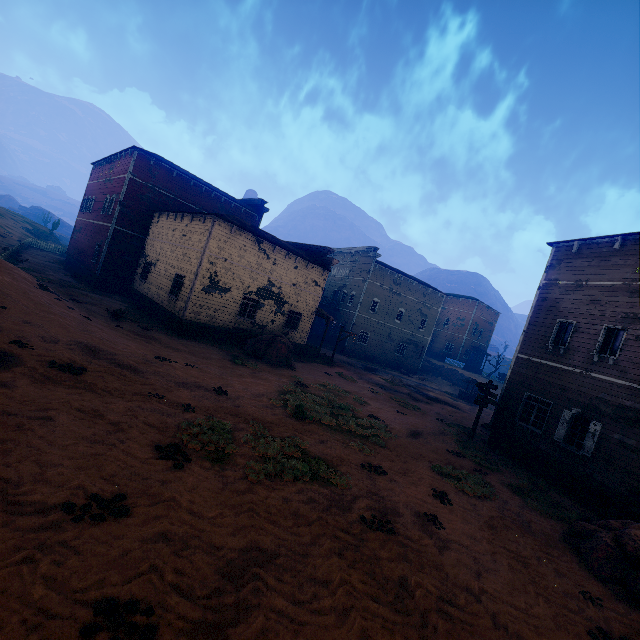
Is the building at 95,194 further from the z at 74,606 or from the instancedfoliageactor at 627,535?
the instancedfoliageactor at 627,535

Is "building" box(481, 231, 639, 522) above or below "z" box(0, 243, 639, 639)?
above

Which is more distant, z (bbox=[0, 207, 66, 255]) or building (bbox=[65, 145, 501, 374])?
z (bbox=[0, 207, 66, 255])

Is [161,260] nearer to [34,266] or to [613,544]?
[34,266]

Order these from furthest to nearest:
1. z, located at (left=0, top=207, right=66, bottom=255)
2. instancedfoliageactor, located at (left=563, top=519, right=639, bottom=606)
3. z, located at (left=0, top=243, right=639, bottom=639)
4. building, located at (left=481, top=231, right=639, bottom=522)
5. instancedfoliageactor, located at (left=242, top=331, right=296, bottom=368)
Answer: z, located at (left=0, top=207, right=66, bottom=255) < instancedfoliageactor, located at (left=242, top=331, right=296, bottom=368) < building, located at (left=481, top=231, right=639, bottom=522) < instancedfoliageactor, located at (left=563, top=519, right=639, bottom=606) < z, located at (left=0, top=243, right=639, bottom=639)

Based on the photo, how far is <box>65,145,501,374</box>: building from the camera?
19.2 meters

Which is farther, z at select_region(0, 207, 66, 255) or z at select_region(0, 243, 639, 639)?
z at select_region(0, 207, 66, 255)

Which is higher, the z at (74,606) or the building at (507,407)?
the building at (507,407)
